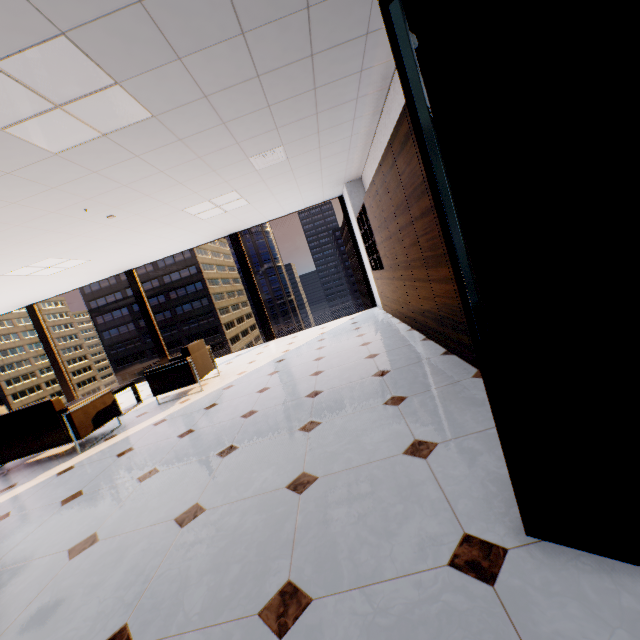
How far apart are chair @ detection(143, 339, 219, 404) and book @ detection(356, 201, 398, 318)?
3.5 meters

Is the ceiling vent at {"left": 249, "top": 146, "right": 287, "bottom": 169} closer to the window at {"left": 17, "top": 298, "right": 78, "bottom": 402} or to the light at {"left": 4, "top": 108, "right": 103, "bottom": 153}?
the light at {"left": 4, "top": 108, "right": 103, "bottom": 153}

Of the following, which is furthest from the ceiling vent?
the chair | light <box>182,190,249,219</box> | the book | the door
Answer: the door

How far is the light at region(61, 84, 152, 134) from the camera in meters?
2.5 m

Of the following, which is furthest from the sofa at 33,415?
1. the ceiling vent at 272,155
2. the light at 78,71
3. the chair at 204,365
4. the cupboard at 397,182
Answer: the cupboard at 397,182

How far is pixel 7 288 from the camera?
6.6m

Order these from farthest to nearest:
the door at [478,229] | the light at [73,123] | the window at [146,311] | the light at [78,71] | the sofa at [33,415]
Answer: the window at [146,311] → the sofa at [33,415] → the light at [73,123] → the light at [78,71] → the door at [478,229]

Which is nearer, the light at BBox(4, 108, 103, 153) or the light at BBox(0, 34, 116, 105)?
the light at BBox(0, 34, 116, 105)
